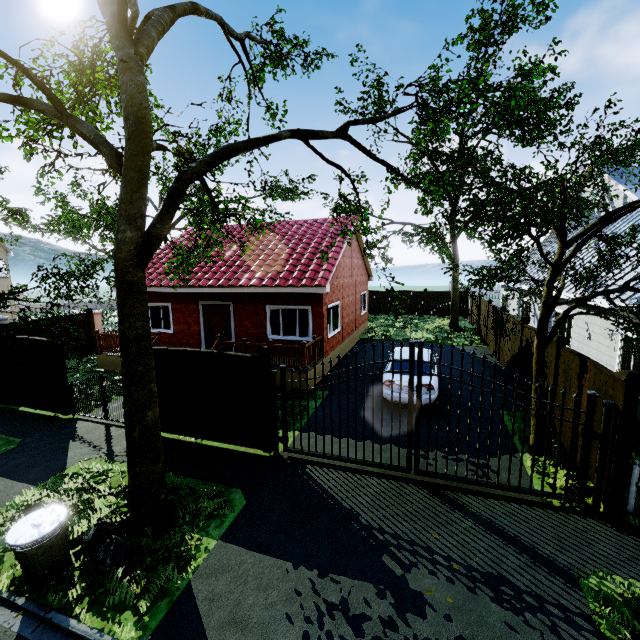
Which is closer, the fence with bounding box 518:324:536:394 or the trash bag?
the trash bag

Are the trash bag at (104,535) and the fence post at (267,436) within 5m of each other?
yes

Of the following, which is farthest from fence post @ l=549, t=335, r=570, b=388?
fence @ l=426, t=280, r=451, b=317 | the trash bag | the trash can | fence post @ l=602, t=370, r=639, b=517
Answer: the trash can

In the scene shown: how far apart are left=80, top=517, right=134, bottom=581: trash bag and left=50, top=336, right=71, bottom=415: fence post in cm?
602

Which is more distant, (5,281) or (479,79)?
(5,281)

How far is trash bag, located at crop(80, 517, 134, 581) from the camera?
4.7 meters

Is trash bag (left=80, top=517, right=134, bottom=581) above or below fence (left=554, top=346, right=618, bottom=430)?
below

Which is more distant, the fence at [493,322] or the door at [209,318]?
the fence at [493,322]
